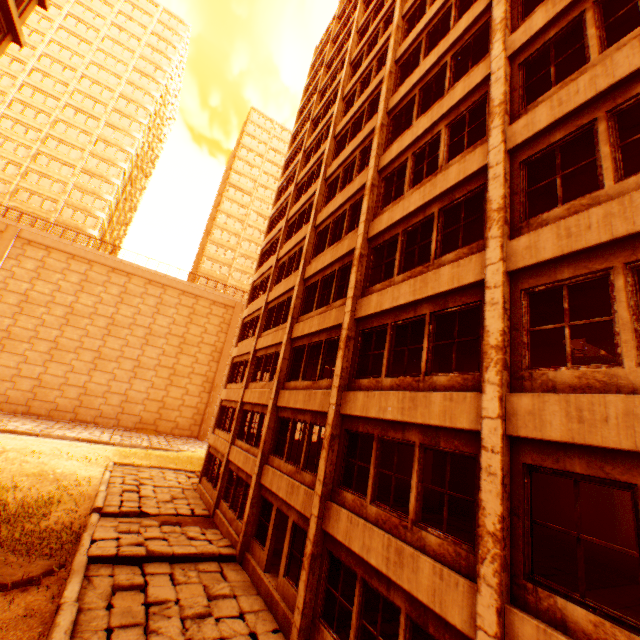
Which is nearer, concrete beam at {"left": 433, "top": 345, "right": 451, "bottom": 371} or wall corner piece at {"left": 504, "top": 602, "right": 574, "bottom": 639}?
wall corner piece at {"left": 504, "top": 602, "right": 574, "bottom": 639}

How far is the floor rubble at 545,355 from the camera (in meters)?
9.98

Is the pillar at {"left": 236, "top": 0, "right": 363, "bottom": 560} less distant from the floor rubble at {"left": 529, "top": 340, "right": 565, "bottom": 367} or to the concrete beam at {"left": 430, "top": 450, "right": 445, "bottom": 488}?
the concrete beam at {"left": 430, "top": 450, "right": 445, "bottom": 488}

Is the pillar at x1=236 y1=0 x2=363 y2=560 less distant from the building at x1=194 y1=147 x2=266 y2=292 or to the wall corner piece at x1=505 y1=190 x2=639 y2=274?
the wall corner piece at x1=505 y1=190 x2=639 y2=274

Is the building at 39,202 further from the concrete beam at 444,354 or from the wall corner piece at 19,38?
the concrete beam at 444,354

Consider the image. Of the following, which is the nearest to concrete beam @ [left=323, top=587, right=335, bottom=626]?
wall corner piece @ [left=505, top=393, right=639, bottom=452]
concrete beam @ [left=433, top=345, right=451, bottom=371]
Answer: concrete beam @ [left=433, top=345, right=451, bottom=371]

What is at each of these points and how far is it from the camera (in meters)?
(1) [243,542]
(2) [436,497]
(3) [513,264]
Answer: (1) pillar, 12.20
(2) concrete beam, 10.92
(3) wall corner piece, 6.10

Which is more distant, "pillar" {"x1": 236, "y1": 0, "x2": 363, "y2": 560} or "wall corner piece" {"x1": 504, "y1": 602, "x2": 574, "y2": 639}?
"pillar" {"x1": 236, "y1": 0, "x2": 363, "y2": 560}
